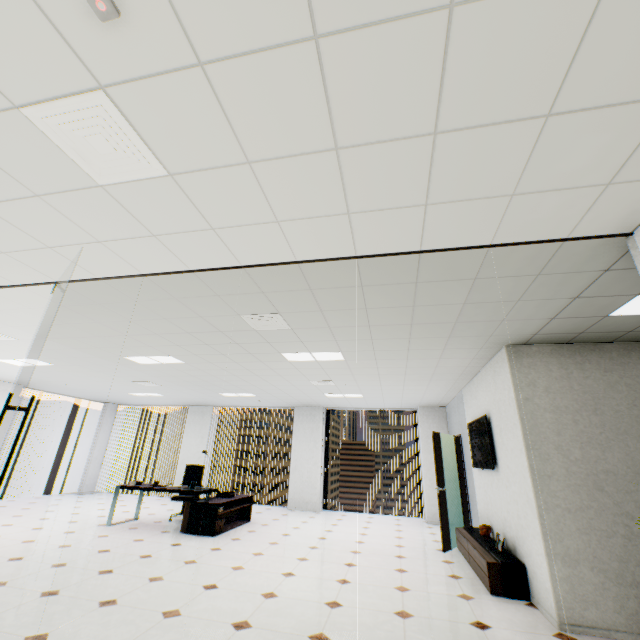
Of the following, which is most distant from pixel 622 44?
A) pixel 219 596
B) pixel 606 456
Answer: pixel 219 596

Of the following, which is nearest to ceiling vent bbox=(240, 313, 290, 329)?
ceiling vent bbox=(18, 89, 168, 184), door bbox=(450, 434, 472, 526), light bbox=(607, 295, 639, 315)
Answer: ceiling vent bbox=(18, 89, 168, 184)

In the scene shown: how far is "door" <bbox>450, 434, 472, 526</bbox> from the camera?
6.8m

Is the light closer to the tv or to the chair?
the tv

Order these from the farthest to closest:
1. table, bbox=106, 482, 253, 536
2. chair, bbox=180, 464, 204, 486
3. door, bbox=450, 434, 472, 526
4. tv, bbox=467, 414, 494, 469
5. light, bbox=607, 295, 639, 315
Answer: chair, bbox=180, 464, 204, 486
door, bbox=450, 434, 472, 526
table, bbox=106, 482, 253, 536
tv, bbox=467, 414, 494, 469
light, bbox=607, 295, 639, 315

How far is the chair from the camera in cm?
805

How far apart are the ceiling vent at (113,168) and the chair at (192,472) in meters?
7.6

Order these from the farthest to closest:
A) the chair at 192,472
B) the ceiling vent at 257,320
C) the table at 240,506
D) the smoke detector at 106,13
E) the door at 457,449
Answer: the chair at 192,472 < the door at 457,449 < the table at 240,506 < the ceiling vent at 257,320 < the smoke detector at 106,13
